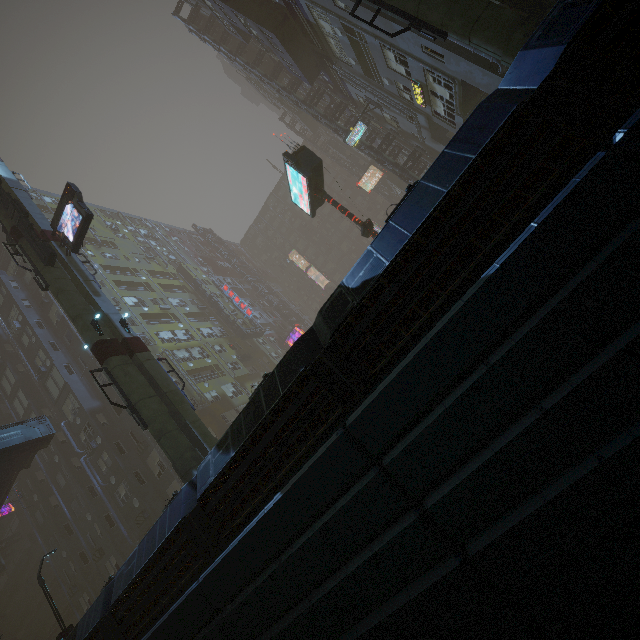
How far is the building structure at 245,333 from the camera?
43.0m

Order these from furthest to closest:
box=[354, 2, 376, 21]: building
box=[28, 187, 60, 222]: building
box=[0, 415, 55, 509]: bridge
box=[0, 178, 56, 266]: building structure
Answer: box=[28, 187, 60, 222]: building
box=[0, 415, 55, 509]: bridge
box=[0, 178, 56, 266]: building structure
box=[354, 2, 376, 21]: building

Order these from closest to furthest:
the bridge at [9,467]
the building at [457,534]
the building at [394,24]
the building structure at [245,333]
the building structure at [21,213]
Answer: the building at [457,534]
the building at [394,24]
the building structure at [21,213]
the bridge at [9,467]
the building structure at [245,333]

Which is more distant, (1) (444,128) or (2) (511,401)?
(1) (444,128)

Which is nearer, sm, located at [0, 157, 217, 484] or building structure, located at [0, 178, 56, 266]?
sm, located at [0, 157, 217, 484]

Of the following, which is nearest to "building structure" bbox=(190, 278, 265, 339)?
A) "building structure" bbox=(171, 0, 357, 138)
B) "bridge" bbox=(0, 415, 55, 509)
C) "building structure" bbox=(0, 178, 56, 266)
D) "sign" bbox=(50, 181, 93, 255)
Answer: "sign" bbox=(50, 181, 93, 255)

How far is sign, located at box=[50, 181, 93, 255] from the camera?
16.8 meters

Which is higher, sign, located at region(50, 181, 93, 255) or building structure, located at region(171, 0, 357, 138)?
building structure, located at region(171, 0, 357, 138)
